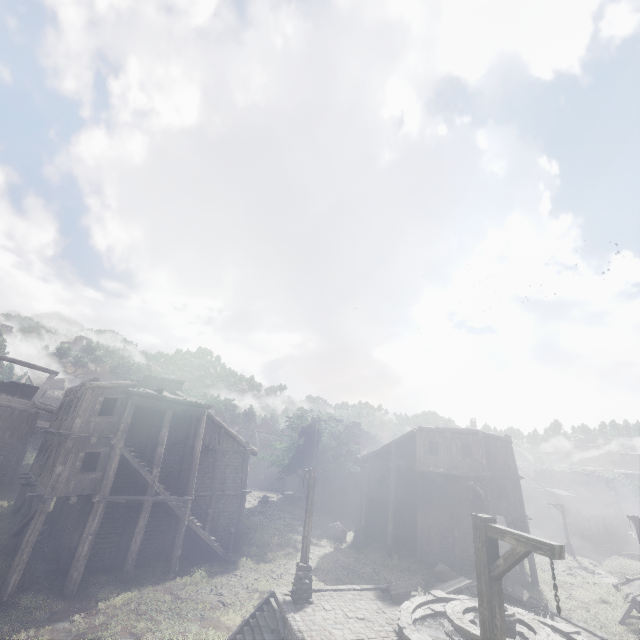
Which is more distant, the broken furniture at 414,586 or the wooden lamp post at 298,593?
the broken furniture at 414,586

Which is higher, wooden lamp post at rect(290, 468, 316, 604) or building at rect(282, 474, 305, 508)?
wooden lamp post at rect(290, 468, 316, 604)

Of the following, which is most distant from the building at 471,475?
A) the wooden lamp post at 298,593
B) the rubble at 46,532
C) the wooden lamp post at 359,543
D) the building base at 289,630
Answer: the building base at 289,630

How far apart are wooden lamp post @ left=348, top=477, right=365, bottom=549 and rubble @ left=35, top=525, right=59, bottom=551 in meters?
19.4

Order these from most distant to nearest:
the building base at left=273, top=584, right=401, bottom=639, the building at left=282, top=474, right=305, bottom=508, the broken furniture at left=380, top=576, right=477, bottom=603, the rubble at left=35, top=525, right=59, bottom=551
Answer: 1. the building at left=282, top=474, right=305, bottom=508
2. the rubble at left=35, top=525, right=59, bottom=551
3. the broken furniture at left=380, top=576, right=477, bottom=603
4. the building base at left=273, top=584, right=401, bottom=639

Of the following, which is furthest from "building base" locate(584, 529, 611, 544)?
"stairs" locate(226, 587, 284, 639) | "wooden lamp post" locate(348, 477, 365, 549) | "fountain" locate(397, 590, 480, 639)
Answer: "fountain" locate(397, 590, 480, 639)

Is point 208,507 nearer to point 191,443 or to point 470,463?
point 191,443

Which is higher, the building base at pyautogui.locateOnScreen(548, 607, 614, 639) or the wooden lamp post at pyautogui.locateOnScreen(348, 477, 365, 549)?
the building base at pyautogui.locateOnScreen(548, 607, 614, 639)
